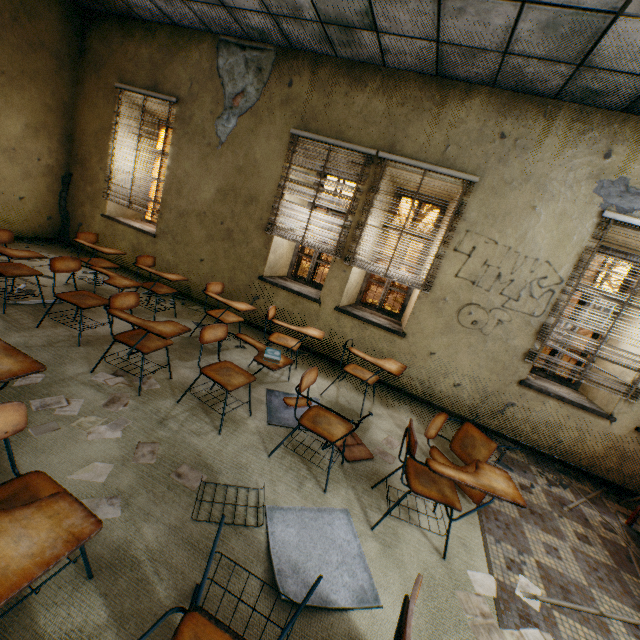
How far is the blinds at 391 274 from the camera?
4.07m

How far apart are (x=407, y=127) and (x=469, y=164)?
0.92m

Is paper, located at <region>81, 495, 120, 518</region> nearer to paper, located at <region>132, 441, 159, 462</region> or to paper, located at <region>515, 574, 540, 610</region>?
paper, located at <region>132, 441, 159, 462</region>

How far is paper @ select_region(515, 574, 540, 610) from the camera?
2.2m

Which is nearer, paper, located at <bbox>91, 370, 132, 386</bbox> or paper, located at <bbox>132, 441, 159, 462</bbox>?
paper, located at <bbox>132, 441, 159, 462</bbox>

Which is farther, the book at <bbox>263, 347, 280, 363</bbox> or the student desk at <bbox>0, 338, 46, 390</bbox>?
the book at <bbox>263, 347, 280, 363</bbox>

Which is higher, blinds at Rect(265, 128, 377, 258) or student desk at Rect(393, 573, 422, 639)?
blinds at Rect(265, 128, 377, 258)

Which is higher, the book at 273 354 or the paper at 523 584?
the book at 273 354
